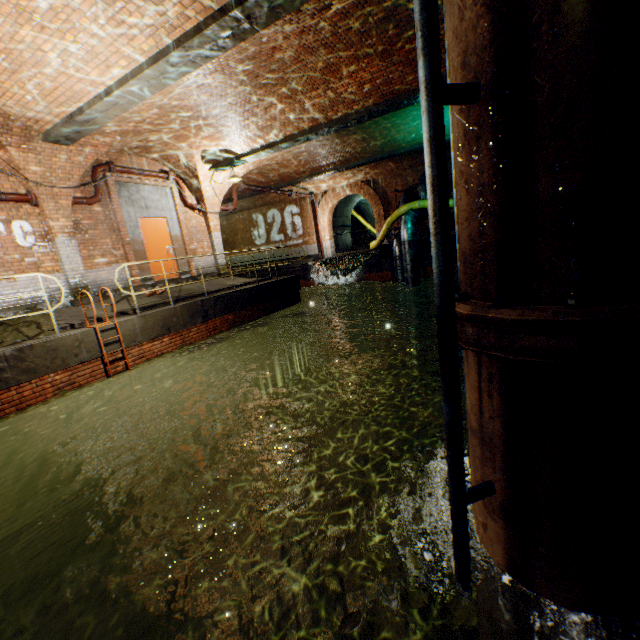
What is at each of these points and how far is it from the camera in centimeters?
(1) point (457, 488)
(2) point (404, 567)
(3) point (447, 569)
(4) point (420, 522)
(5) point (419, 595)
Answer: (1) pipe railing, 183cm
(2) leaves, 215cm
(3) leaves, 210cm
(4) leaves, 247cm
(5) leaves, 197cm

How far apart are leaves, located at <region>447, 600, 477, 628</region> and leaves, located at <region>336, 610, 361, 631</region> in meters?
0.5

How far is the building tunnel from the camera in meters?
23.1

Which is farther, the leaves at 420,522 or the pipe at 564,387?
the leaves at 420,522

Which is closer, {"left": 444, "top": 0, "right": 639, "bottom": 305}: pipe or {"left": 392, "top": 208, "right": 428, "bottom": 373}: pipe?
{"left": 444, "top": 0, "right": 639, "bottom": 305}: pipe

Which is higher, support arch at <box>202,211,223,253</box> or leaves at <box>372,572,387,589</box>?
support arch at <box>202,211,223,253</box>

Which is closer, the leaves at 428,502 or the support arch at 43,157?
the leaves at 428,502

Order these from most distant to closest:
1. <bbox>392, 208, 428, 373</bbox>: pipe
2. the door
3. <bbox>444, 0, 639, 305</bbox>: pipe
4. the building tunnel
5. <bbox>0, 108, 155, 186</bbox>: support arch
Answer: the building tunnel, <bbox>392, 208, 428, 373</bbox>: pipe, the door, <bbox>0, 108, 155, 186</bbox>: support arch, <bbox>444, 0, 639, 305</bbox>: pipe
